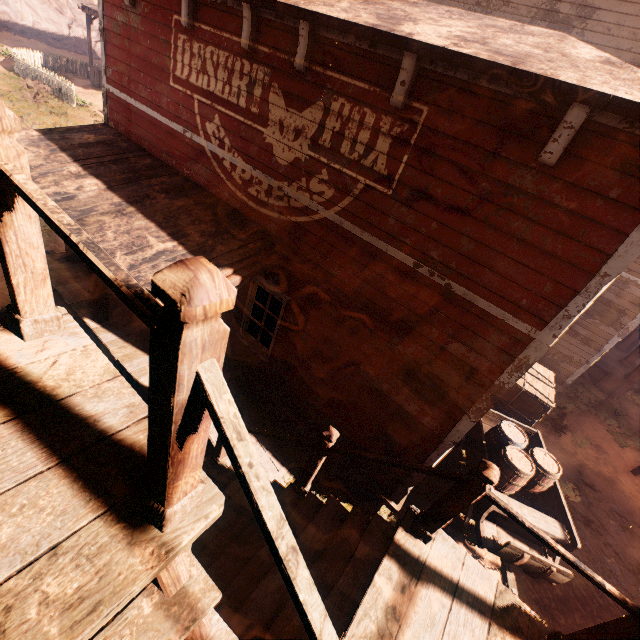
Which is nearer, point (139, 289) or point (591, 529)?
point (139, 289)

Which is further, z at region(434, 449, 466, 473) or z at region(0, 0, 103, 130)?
z at region(0, 0, 103, 130)

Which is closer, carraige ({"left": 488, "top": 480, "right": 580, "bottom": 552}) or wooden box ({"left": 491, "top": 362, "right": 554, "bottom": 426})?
carraige ({"left": 488, "top": 480, "right": 580, "bottom": 552})

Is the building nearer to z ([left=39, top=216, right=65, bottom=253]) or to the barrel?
z ([left=39, top=216, right=65, bottom=253])

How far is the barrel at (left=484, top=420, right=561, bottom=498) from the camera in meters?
6.2

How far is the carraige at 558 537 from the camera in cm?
581

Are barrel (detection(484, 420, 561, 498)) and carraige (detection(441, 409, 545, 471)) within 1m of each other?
yes

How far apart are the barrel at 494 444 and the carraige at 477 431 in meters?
0.0
